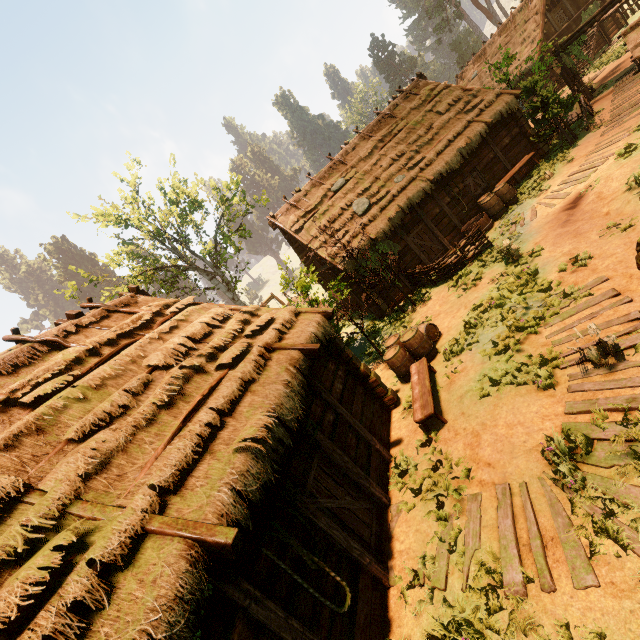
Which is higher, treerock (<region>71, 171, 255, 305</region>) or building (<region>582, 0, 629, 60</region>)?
treerock (<region>71, 171, 255, 305</region>)

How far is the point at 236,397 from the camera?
5.74m

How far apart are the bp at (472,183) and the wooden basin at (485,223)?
1.71m

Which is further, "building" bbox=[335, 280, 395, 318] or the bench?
"building" bbox=[335, 280, 395, 318]

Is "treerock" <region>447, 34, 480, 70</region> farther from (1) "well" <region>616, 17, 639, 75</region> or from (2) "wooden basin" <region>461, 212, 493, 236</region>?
(1) "well" <region>616, 17, 639, 75</region>

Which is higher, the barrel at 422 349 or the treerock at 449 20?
the treerock at 449 20

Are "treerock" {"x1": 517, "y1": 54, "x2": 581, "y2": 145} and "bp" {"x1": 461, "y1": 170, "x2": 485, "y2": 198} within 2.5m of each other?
no

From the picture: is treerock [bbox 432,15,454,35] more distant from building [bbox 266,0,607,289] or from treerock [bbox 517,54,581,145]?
treerock [bbox 517,54,581,145]
